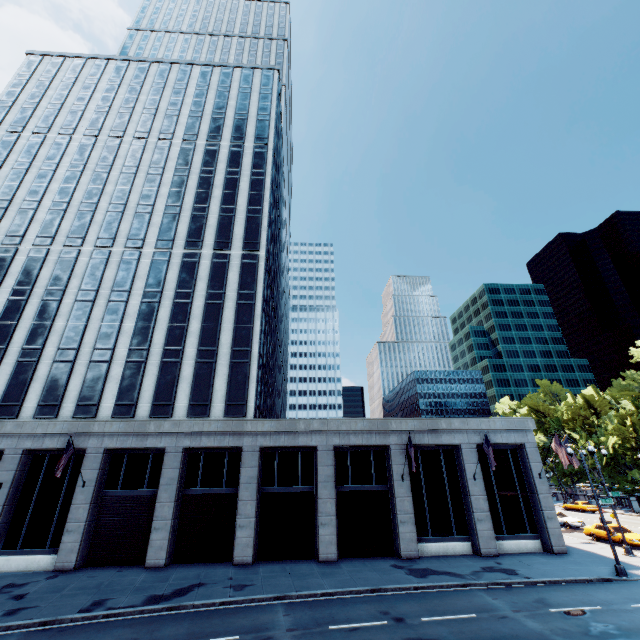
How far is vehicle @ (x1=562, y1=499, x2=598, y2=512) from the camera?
46.1 meters

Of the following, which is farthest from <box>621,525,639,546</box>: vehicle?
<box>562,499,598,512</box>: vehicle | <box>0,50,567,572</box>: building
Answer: <box>562,499,598,512</box>: vehicle

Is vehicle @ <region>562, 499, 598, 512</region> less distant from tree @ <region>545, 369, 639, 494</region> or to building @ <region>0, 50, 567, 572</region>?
tree @ <region>545, 369, 639, 494</region>

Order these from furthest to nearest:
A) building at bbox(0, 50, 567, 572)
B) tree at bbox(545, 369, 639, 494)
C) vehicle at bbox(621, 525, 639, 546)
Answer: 1. tree at bbox(545, 369, 639, 494)
2. vehicle at bbox(621, 525, 639, 546)
3. building at bbox(0, 50, 567, 572)

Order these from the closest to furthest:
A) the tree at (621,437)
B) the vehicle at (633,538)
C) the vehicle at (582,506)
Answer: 1. the vehicle at (633,538)
2. the tree at (621,437)
3. the vehicle at (582,506)

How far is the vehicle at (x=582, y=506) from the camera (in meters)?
46.06

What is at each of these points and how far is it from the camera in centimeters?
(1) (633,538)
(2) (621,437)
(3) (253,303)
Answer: (1) vehicle, 2566cm
(2) tree, 4984cm
(3) building, 3112cm

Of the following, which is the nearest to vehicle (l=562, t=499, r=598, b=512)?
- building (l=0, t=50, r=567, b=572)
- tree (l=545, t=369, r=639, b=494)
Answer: tree (l=545, t=369, r=639, b=494)
